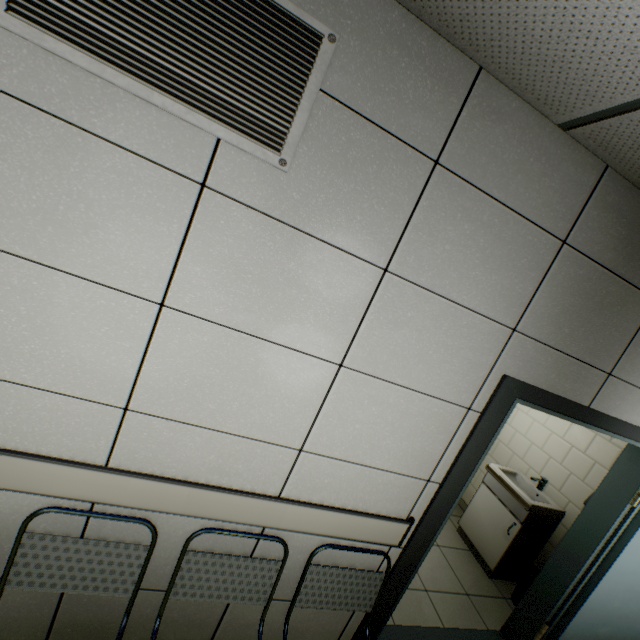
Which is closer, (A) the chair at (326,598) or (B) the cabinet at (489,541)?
(A) the chair at (326,598)

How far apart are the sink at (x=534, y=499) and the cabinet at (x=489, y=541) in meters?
0.0

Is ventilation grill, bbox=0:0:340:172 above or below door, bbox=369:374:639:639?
above

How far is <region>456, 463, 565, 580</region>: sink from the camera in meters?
3.3

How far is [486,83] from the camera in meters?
1.3

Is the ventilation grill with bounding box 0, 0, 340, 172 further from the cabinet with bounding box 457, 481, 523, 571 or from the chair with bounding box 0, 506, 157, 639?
the cabinet with bounding box 457, 481, 523, 571

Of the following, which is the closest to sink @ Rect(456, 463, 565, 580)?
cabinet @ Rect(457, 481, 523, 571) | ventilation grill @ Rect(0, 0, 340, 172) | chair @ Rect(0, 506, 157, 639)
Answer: cabinet @ Rect(457, 481, 523, 571)

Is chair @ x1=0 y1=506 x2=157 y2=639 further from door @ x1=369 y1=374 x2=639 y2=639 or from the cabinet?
the cabinet
